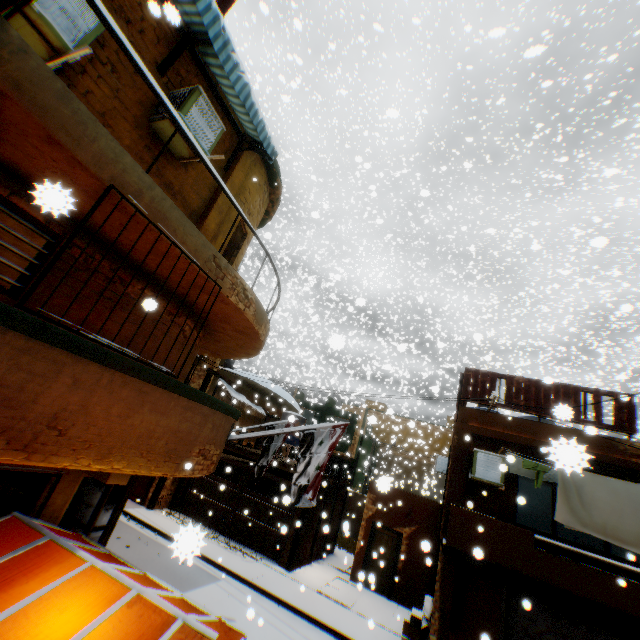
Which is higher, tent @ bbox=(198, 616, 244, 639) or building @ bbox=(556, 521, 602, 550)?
building @ bbox=(556, 521, 602, 550)

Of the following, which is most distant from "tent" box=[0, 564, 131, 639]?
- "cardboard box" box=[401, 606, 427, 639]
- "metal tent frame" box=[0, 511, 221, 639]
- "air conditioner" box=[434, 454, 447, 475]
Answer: "air conditioner" box=[434, 454, 447, 475]

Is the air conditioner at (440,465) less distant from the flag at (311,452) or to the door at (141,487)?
the flag at (311,452)

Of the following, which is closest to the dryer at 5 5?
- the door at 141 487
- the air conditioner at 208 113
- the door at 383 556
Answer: the door at 383 556

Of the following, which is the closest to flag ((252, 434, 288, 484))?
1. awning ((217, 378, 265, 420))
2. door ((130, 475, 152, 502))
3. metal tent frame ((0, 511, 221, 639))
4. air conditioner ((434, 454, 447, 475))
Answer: awning ((217, 378, 265, 420))

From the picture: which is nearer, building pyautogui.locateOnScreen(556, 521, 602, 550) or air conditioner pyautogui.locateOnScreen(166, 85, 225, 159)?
air conditioner pyautogui.locateOnScreen(166, 85, 225, 159)

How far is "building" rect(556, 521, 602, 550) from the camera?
15.2 meters

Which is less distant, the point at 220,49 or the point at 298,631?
the point at 220,49
